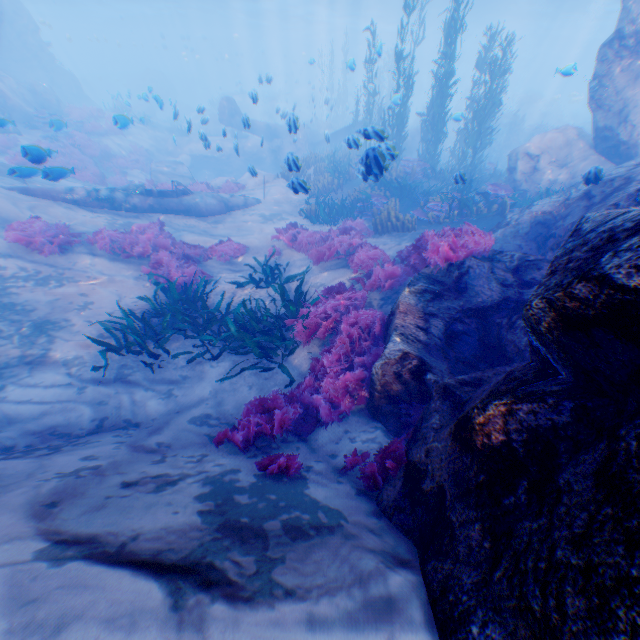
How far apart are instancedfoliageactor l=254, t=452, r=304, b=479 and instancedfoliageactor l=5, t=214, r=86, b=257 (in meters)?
8.16

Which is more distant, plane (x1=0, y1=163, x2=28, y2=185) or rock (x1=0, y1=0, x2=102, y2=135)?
rock (x1=0, y1=0, x2=102, y2=135)

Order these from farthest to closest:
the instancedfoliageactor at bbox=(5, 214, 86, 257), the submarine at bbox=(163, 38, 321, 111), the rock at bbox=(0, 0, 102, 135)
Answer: the submarine at bbox=(163, 38, 321, 111) → the rock at bbox=(0, 0, 102, 135) → the instancedfoliageactor at bbox=(5, 214, 86, 257)

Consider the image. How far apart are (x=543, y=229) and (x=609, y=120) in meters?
6.2 m

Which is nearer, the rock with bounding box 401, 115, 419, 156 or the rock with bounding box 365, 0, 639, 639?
the rock with bounding box 365, 0, 639, 639

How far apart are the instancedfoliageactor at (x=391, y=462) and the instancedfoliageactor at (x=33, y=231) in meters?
8.6

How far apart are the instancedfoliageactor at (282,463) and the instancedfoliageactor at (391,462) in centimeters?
49cm

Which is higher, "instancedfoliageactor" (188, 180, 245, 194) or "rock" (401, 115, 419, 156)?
"rock" (401, 115, 419, 156)
